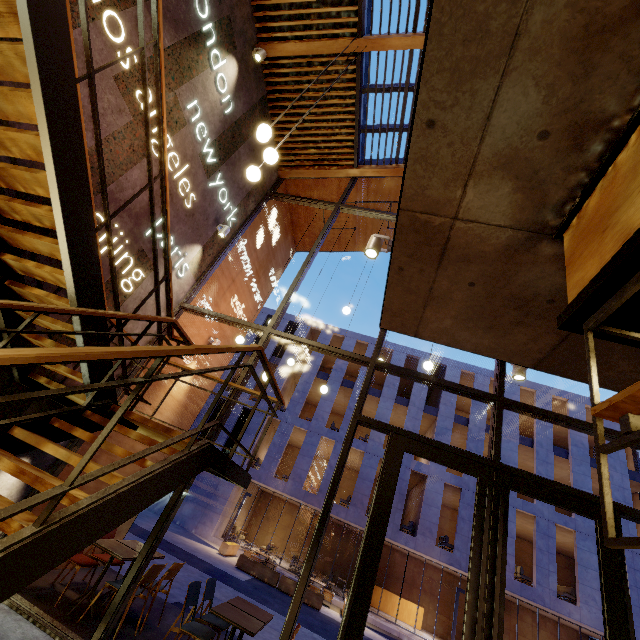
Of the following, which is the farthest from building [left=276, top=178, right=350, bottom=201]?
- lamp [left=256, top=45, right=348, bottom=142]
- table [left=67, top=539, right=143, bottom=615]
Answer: lamp [left=256, top=45, right=348, bottom=142]

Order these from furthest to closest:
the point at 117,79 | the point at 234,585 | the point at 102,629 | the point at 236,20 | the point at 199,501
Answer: the point at 199,501 → the point at 234,585 → the point at 236,20 → the point at 117,79 → the point at 102,629

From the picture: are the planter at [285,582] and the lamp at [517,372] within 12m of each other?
no

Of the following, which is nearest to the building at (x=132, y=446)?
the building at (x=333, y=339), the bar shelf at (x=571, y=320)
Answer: the bar shelf at (x=571, y=320)

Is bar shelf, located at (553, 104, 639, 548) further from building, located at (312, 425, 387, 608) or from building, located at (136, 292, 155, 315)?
building, located at (312, 425, 387, 608)

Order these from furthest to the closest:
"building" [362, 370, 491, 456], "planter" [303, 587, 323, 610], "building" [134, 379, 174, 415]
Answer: "building" [362, 370, 491, 456]
"planter" [303, 587, 323, 610]
"building" [134, 379, 174, 415]

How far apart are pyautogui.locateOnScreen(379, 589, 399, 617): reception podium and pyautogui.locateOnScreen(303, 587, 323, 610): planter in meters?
9.3
